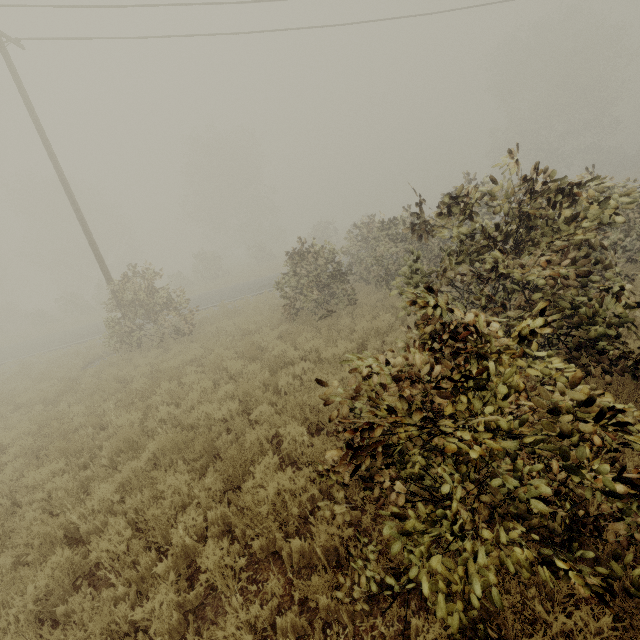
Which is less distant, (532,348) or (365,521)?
(532,348)
